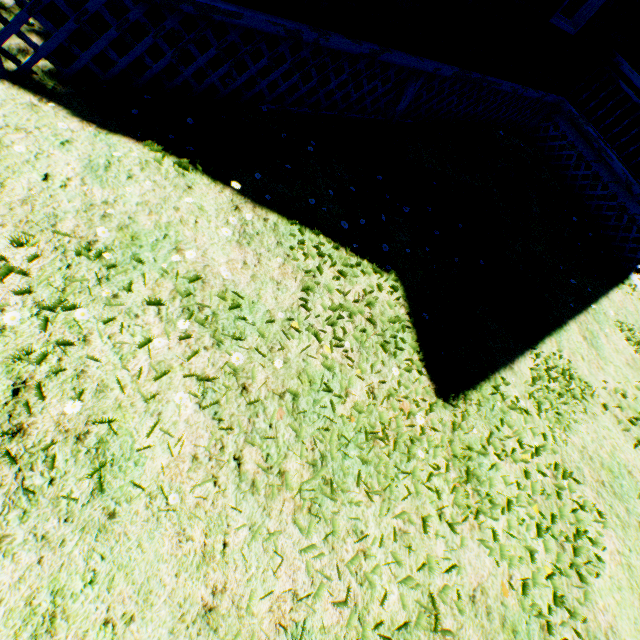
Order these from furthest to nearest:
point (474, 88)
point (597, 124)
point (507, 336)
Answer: point (597, 124), point (474, 88), point (507, 336)
